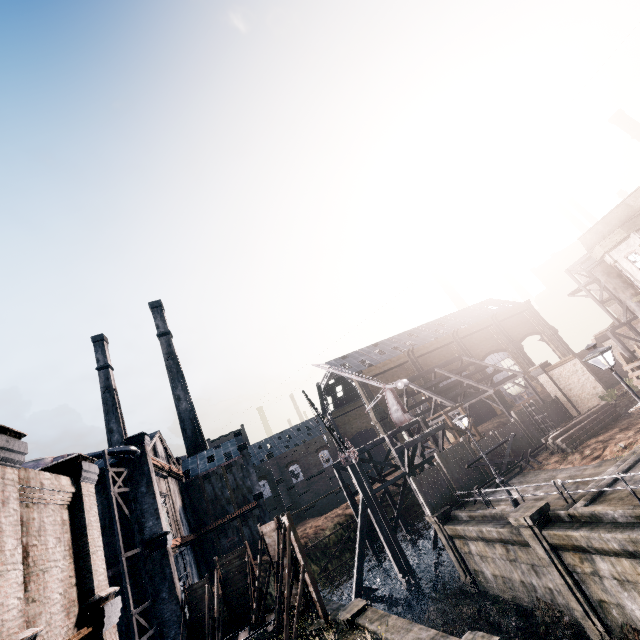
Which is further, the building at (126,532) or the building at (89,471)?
the building at (126,532)

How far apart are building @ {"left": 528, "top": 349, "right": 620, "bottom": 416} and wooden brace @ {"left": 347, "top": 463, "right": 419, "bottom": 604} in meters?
20.0 m

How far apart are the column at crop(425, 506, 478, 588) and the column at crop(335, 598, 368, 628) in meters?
8.2

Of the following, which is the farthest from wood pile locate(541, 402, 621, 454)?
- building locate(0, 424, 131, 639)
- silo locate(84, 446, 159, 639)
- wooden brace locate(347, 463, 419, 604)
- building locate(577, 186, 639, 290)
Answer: silo locate(84, 446, 159, 639)

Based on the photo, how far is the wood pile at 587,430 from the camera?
22.4m

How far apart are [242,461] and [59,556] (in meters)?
38.76

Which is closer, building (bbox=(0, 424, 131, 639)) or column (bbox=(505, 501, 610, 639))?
building (bbox=(0, 424, 131, 639))

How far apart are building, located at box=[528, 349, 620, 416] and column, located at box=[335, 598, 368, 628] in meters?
25.9
